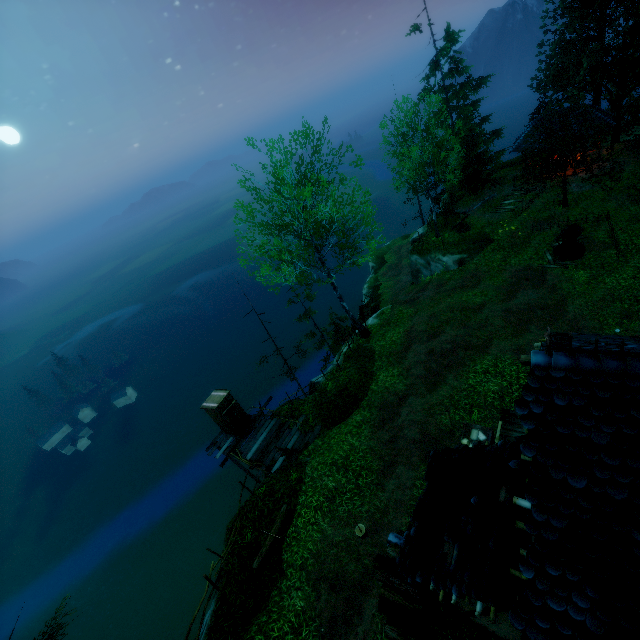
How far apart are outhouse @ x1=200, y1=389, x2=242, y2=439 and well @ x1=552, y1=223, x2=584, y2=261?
20.8 meters

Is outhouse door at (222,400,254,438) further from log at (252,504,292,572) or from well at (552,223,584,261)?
well at (552,223,584,261)

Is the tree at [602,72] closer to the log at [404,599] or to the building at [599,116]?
the building at [599,116]

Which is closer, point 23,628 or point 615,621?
point 615,621

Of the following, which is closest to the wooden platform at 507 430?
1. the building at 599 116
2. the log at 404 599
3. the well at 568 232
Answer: the log at 404 599

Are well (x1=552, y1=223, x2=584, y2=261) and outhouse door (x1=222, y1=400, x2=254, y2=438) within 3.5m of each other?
no

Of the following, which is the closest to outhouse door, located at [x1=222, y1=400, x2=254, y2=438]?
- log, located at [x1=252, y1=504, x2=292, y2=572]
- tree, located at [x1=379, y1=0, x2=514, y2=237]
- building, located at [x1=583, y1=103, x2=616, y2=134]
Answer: log, located at [x1=252, y1=504, x2=292, y2=572]

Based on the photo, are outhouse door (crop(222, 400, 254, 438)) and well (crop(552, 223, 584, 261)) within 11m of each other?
no
